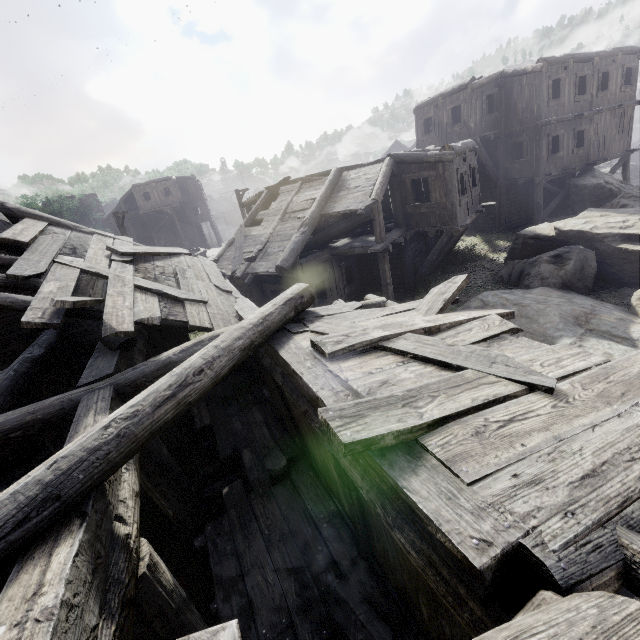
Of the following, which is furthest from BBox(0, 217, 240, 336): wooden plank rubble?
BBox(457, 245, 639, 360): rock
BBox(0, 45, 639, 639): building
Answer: BBox(457, 245, 639, 360): rock

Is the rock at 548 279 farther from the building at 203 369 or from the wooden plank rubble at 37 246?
the wooden plank rubble at 37 246

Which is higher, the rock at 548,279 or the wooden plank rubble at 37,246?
the wooden plank rubble at 37,246

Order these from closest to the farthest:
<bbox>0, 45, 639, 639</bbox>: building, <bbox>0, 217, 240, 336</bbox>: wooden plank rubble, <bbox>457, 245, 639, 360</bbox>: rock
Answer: <bbox>0, 45, 639, 639</bbox>: building, <bbox>0, 217, 240, 336</bbox>: wooden plank rubble, <bbox>457, 245, 639, 360</bbox>: rock

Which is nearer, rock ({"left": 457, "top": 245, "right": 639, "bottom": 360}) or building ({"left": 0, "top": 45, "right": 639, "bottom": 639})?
building ({"left": 0, "top": 45, "right": 639, "bottom": 639})

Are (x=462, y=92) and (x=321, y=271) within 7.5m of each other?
no

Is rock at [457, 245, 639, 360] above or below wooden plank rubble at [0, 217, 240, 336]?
below

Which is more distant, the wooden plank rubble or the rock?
the rock
